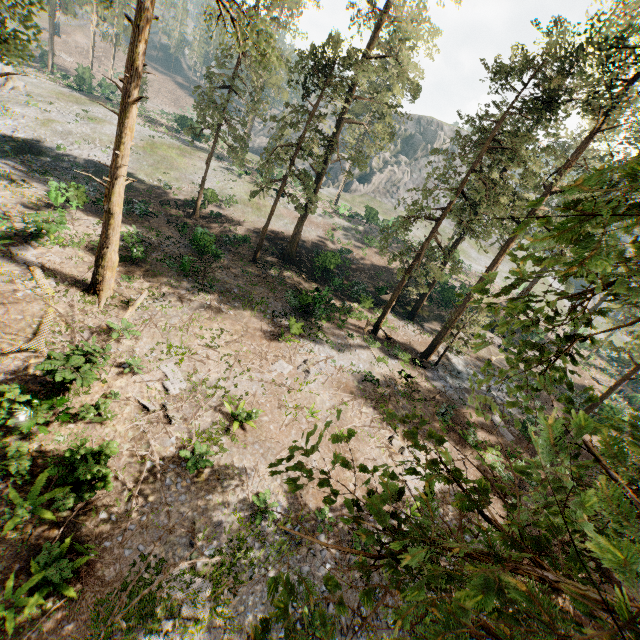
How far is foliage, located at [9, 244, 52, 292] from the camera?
16.9m

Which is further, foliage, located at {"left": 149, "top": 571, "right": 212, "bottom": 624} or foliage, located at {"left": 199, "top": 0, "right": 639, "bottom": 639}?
foliage, located at {"left": 149, "top": 571, "right": 212, "bottom": 624}

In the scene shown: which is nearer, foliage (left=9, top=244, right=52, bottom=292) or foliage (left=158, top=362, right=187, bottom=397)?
foliage (left=158, top=362, right=187, bottom=397)

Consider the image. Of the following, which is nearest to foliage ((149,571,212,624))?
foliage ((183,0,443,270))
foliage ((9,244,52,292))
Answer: foliage ((9,244,52,292))

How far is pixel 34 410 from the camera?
12.1 meters

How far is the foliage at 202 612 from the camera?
9.9m

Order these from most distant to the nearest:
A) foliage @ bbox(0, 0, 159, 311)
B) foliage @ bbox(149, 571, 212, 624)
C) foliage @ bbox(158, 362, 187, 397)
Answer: foliage @ bbox(158, 362, 187, 397) < foliage @ bbox(0, 0, 159, 311) < foliage @ bbox(149, 571, 212, 624)

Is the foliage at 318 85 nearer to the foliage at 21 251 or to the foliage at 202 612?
the foliage at 202 612
